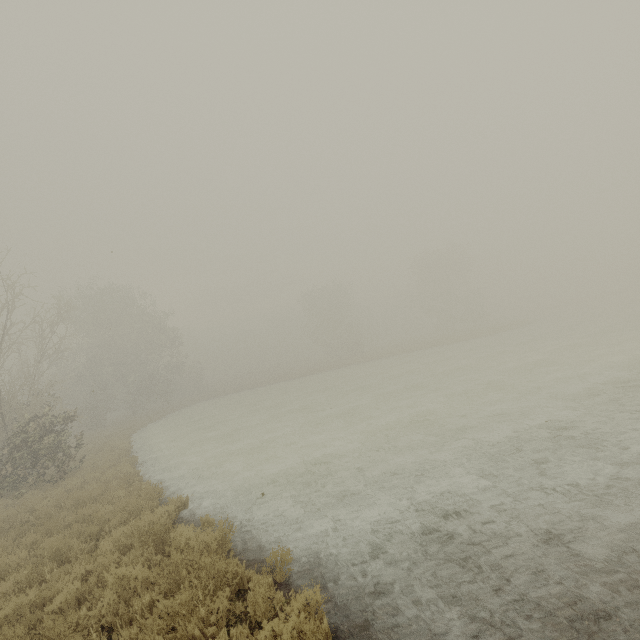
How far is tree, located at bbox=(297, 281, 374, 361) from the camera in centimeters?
5441cm

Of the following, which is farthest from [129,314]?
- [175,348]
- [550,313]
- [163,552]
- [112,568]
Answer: [550,313]

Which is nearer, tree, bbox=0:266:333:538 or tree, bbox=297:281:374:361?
tree, bbox=0:266:333:538

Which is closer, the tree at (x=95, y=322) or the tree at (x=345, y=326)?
the tree at (x=95, y=322)

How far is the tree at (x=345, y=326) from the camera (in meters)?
54.41
